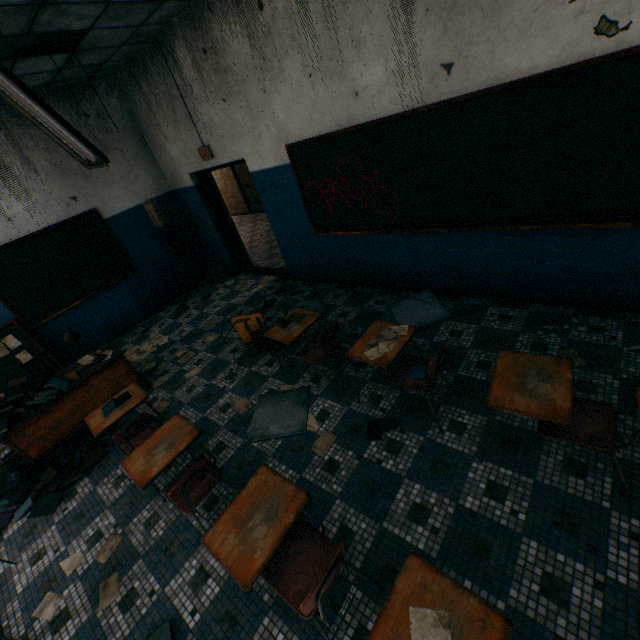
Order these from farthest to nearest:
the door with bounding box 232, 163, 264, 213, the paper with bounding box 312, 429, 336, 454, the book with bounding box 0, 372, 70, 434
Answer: the door with bounding box 232, 163, 264, 213 < the book with bounding box 0, 372, 70, 434 < the paper with bounding box 312, 429, 336, 454

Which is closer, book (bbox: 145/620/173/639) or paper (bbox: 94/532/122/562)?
book (bbox: 145/620/173/639)

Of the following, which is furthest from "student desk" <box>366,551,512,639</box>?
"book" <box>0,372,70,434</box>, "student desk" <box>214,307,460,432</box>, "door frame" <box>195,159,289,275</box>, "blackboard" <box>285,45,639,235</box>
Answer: "door frame" <box>195,159,289,275</box>

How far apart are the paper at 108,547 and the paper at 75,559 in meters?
0.1

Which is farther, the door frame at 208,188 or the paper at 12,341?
the door frame at 208,188

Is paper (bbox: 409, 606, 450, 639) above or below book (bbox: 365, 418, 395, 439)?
above

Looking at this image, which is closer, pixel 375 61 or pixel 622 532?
pixel 622 532

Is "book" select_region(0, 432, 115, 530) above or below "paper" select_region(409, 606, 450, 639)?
below
